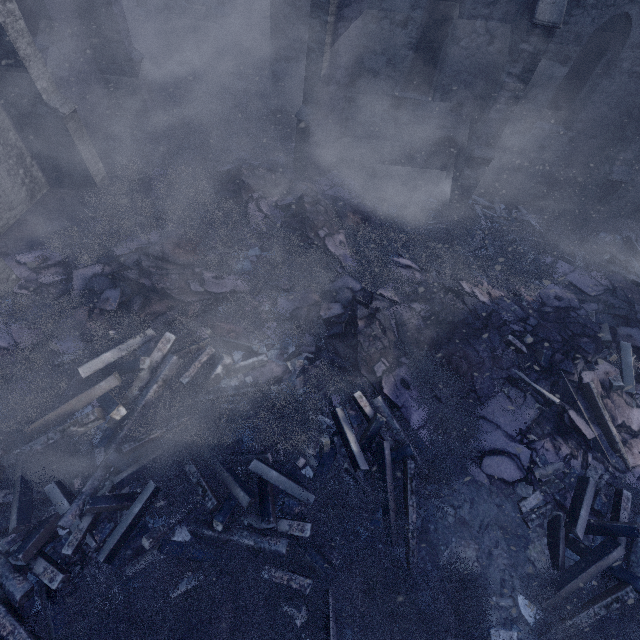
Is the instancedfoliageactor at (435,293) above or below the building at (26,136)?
below

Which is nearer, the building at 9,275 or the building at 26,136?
the building at 9,275

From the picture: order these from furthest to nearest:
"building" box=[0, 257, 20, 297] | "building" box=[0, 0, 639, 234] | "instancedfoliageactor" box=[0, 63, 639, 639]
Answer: "building" box=[0, 0, 639, 234], "building" box=[0, 257, 20, 297], "instancedfoliageactor" box=[0, 63, 639, 639]

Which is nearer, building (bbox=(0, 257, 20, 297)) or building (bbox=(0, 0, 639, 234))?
building (bbox=(0, 257, 20, 297))

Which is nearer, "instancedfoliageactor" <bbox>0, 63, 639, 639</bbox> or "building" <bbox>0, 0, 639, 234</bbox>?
"instancedfoliageactor" <bbox>0, 63, 639, 639</bbox>

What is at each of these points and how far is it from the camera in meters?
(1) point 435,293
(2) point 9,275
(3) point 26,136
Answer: (1) instancedfoliageactor, 7.9 m
(2) building, 7.0 m
(3) building, 8.4 m

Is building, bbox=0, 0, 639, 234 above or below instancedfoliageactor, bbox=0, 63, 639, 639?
above
